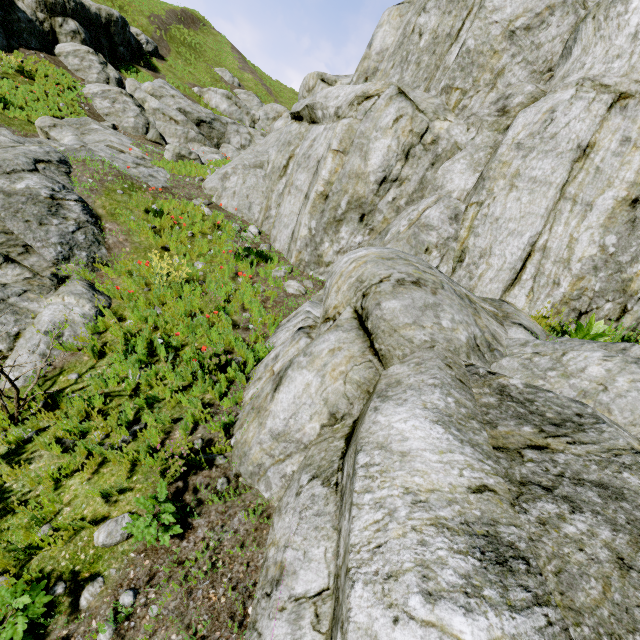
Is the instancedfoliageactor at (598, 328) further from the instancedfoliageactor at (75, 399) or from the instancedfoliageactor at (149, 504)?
the instancedfoliageactor at (149, 504)

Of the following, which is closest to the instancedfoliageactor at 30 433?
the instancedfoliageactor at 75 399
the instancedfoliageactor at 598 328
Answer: the instancedfoliageactor at 598 328

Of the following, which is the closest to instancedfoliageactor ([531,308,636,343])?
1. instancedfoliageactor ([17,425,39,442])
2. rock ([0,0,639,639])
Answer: rock ([0,0,639,639])

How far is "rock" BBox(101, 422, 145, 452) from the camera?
3.9 meters

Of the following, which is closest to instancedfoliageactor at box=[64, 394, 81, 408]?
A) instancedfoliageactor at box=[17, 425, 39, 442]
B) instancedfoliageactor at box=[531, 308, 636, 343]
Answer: instancedfoliageactor at box=[531, 308, 636, 343]

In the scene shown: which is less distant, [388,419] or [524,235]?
[388,419]

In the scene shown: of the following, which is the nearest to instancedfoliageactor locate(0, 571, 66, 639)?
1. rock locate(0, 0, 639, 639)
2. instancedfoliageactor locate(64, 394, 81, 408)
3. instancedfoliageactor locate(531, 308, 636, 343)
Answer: rock locate(0, 0, 639, 639)

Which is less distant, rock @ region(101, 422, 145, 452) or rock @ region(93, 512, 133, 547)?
rock @ region(93, 512, 133, 547)
